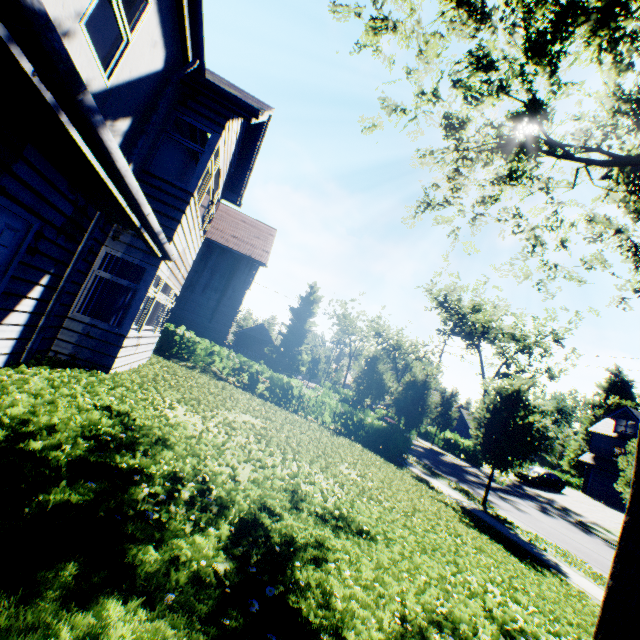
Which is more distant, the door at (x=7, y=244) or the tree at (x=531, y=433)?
the tree at (x=531, y=433)

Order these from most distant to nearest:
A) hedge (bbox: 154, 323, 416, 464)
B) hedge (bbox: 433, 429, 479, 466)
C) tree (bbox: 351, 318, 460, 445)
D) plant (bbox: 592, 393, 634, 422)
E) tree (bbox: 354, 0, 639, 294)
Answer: plant (bbox: 592, 393, 634, 422) → hedge (bbox: 433, 429, 479, 466) → tree (bbox: 351, 318, 460, 445) → hedge (bbox: 154, 323, 416, 464) → tree (bbox: 354, 0, 639, 294)

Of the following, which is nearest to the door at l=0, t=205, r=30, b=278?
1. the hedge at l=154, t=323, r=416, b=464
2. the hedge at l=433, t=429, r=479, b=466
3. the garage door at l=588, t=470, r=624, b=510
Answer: the hedge at l=154, t=323, r=416, b=464

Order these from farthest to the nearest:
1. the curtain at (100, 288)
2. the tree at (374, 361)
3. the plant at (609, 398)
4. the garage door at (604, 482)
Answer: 1. the plant at (609, 398)
2. the garage door at (604, 482)
3. the tree at (374, 361)
4. the curtain at (100, 288)

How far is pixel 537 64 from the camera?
8.6 meters

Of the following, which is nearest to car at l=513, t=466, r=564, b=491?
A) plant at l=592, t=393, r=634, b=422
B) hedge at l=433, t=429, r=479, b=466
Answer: hedge at l=433, t=429, r=479, b=466

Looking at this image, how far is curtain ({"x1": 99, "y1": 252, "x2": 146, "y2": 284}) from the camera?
7.0 meters

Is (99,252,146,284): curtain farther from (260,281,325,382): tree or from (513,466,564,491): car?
(513,466,564,491): car
